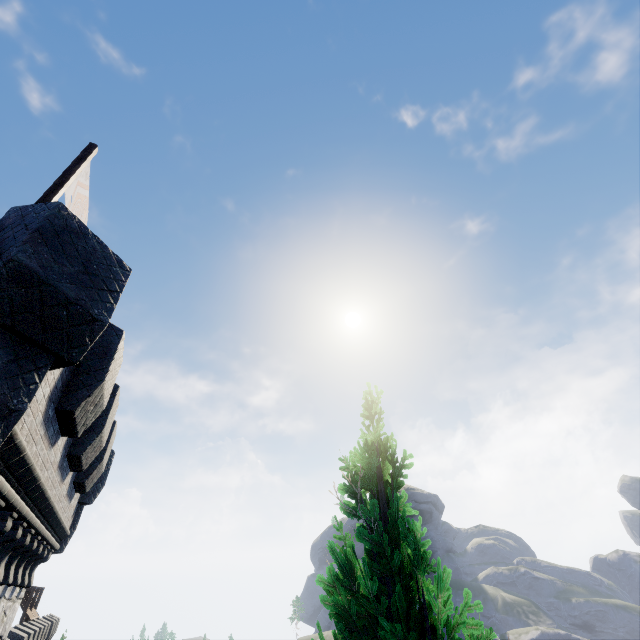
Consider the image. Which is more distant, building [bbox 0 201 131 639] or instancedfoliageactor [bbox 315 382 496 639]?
building [bbox 0 201 131 639]

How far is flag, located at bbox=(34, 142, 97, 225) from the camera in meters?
6.4 m

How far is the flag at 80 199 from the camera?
6.4m

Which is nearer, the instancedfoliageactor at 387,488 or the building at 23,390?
the instancedfoliageactor at 387,488

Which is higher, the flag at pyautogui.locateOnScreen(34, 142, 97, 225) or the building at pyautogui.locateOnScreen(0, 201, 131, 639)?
the flag at pyautogui.locateOnScreen(34, 142, 97, 225)

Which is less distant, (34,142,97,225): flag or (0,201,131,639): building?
(0,201,131,639): building

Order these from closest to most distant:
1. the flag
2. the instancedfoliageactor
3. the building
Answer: the instancedfoliageactor
the building
the flag

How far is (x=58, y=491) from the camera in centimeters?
724cm
